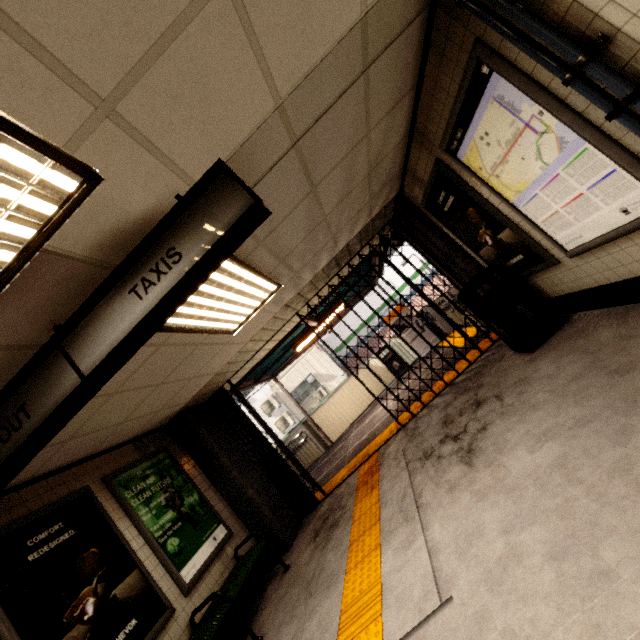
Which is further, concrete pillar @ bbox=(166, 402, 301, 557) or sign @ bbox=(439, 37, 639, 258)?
concrete pillar @ bbox=(166, 402, 301, 557)

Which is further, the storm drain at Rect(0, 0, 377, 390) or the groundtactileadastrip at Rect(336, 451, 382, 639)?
the groundtactileadastrip at Rect(336, 451, 382, 639)

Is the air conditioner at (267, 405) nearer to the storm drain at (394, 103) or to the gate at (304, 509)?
the gate at (304, 509)

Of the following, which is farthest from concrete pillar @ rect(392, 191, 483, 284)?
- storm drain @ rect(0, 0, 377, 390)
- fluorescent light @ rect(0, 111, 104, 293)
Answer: fluorescent light @ rect(0, 111, 104, 293)

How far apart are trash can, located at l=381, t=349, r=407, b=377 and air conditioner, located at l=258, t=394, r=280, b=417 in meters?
9.7 m

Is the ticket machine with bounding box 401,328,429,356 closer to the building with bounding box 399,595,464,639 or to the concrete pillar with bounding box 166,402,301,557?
the concrete pillar with bounding box 166,402,301,557

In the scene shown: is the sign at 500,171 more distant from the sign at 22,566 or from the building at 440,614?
the sign at 22,566

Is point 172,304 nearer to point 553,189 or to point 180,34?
point 180,34
